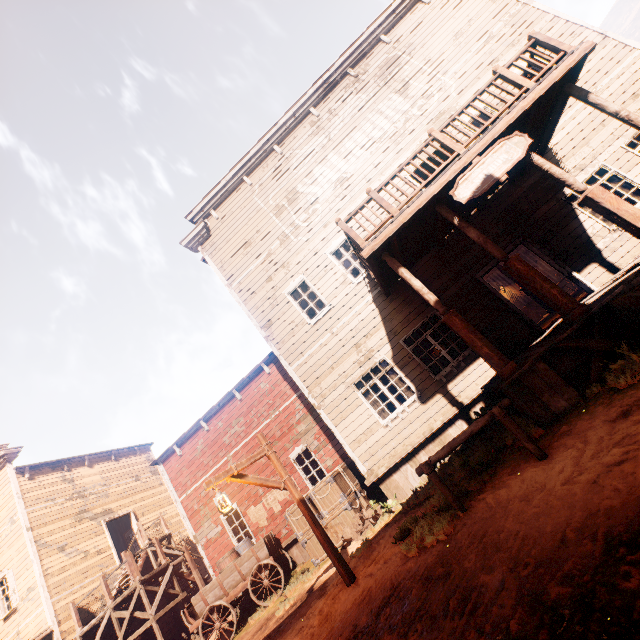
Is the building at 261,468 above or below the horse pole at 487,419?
above

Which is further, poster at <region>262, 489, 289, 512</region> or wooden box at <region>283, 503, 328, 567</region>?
poster at <region>262, 489, 289, 512</region>

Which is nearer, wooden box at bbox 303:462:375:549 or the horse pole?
the horse pole

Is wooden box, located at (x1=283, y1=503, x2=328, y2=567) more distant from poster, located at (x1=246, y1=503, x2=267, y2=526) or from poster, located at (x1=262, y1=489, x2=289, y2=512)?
poster, located at (x1=246, y1=503, x2=267, y2=526)

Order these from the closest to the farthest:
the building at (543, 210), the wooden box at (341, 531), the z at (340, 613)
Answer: the z at (340, 613) → the building at (543, 210) → the wooden box at (341, 531)

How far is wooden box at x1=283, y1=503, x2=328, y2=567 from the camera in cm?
987

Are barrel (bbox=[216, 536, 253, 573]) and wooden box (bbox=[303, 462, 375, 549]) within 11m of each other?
yes

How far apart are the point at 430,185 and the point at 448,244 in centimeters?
332cm
